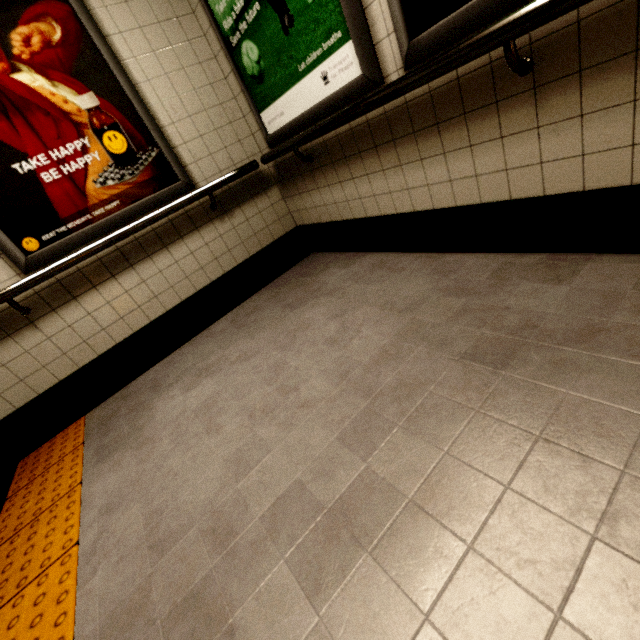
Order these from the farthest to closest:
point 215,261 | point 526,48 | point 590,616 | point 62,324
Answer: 1. point 215,261
2. point 62,324
3. point 526,48
4. point 590,616

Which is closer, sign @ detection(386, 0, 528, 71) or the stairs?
sign @ detection(386, 0, 528, 71)

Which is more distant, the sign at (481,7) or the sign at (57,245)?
the sign at (57,245)

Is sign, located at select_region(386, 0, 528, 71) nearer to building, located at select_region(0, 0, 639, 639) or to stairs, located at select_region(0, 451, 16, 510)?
building, located at select_region(0, 0, 639, 639)

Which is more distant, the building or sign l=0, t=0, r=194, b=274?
sign l=0, t=0, r=194, b=274

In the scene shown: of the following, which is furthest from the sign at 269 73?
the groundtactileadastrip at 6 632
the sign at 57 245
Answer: the groundtactileadastrip at 6 632

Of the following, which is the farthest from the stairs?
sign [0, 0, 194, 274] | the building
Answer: sign [0, 0, 194, 274]

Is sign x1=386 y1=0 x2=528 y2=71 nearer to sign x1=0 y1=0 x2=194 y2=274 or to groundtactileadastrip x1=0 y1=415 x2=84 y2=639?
groundtactileadastrip x1=0 y1=415 x2=84 y2=639
